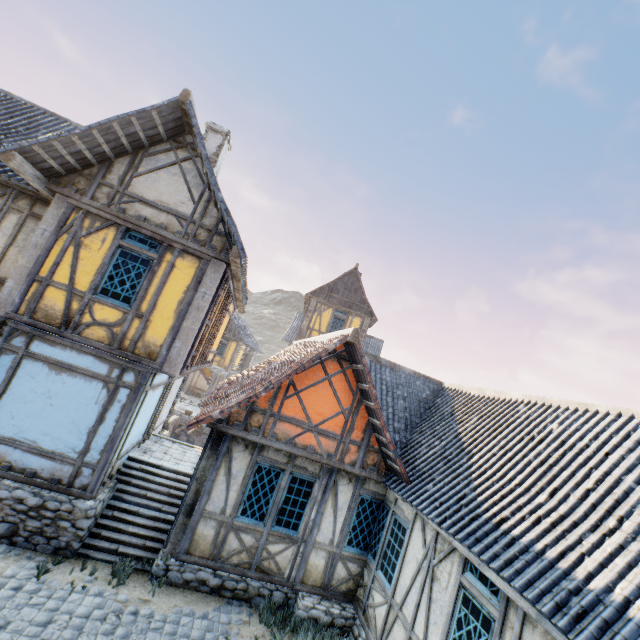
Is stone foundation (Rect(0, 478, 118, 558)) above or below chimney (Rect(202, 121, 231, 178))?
below

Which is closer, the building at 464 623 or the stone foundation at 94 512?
the building at 464 623

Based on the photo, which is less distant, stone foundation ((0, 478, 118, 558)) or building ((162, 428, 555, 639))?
building ((162, 428, 555, 639))

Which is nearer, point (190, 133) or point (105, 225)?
point (105, 225)

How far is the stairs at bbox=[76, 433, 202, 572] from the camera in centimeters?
696cm

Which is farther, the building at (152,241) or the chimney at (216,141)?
the chimney at (216,141)

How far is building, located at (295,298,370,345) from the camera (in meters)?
20.58

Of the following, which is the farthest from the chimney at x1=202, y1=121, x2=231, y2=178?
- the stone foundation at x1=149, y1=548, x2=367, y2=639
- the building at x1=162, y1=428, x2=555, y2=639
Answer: the stone foundation at x1=149, y1=548, x2=367, y2=639
